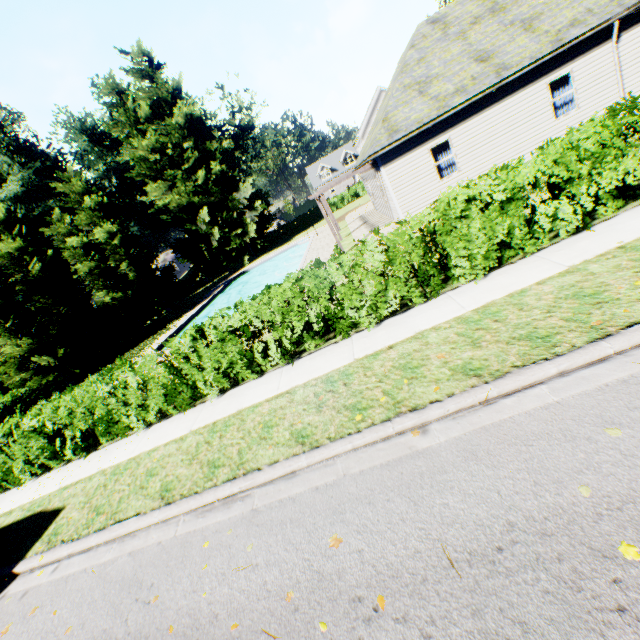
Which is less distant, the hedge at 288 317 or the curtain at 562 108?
the hedge at 288 317

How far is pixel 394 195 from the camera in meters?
14.7 m

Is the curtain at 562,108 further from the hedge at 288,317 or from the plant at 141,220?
the plant at 141,220

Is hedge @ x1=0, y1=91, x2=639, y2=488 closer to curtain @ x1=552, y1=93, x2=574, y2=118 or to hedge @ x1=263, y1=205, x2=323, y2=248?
curtain @ x1=552, y1=93, x2=574, y2=118

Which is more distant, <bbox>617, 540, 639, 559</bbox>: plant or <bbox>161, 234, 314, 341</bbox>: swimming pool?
<bbox>161, 234, 314, 341</bbox>: swimming pool

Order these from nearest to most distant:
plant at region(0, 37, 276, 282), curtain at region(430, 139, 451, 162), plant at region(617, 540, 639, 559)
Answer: plant at region(617, 540, 639, 559) < curtain at region(430, 139, 451, 162) < plant at region(0, 37, 276, 282)

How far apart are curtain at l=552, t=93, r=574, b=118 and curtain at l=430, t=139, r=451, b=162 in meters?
4.0

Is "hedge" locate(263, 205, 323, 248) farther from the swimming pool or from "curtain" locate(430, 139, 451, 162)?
"curtain" locate(430, 139, 451, 162)
